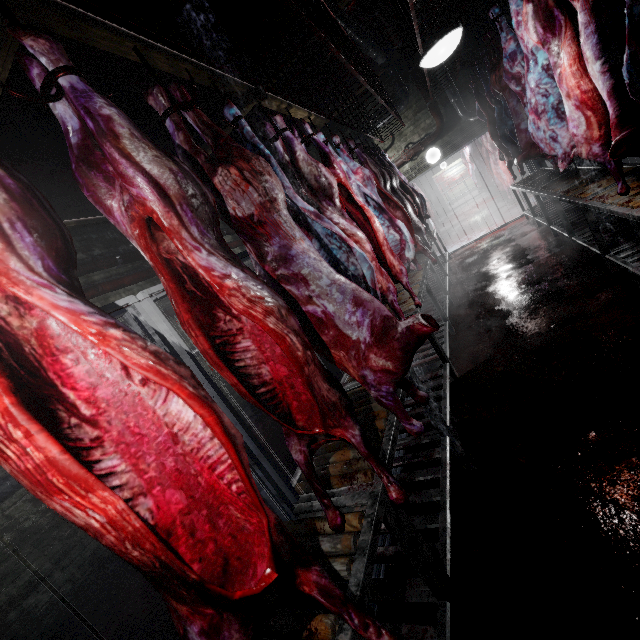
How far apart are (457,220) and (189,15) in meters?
11.0 m

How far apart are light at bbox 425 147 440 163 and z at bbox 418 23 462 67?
5.1 meters

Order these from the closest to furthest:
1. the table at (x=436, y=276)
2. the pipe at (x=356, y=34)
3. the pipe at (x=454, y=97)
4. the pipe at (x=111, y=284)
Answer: the table at (x=436, y=276)
the pipe at (x=356, y=34)
the pipe at (x=111, y=284)
the pipe at (x=454, y=97)

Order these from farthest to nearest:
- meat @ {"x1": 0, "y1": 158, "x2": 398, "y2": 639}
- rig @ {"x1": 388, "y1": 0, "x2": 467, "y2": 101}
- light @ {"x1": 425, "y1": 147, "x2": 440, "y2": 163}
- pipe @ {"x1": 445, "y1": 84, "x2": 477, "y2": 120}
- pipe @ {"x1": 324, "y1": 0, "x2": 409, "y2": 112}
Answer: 1. light @ {"x1": 425, "y1": 147, "x2": 440, "y2": 163}
2. pipe @ {"x1": 445, "y1": 84, "x2": 477, "y2": 120}
3. pipe @ {"x1": 324, "y1": 0, "x2": 409, "y2": 112}
4. rig @ {"x1": 388, "y1": 0, "x2": 467, "y2": 101}
5. meat @ {"x1": 0, "y1": 158, "x2": 398, "y2": 639}

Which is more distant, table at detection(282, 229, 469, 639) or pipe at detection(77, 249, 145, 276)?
pipe at detection(77, 249, 145, 276)

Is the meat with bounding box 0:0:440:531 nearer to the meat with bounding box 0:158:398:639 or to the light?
the meat with bounding box 0:158:398:639

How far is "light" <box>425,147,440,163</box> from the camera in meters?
7.0

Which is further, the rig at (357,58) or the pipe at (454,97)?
the pipe at (454,97)
